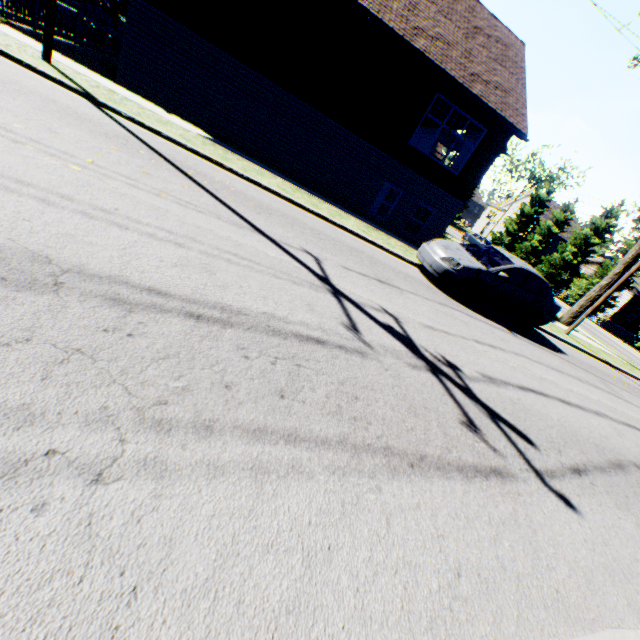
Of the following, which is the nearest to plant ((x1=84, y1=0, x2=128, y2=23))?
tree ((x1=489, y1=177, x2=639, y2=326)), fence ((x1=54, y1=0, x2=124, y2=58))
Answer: fence ((x1=54, y1=0, x2=124, y2=58))

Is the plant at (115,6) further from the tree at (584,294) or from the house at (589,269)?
the house at (589,269)

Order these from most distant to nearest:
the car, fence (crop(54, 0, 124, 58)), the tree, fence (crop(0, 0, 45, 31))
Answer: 1. the tree
2. fence (crop(54, 0, 124, 58))
3. fence (crop(0, 0, 45, 31))
4. the car

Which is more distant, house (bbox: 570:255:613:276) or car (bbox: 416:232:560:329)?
house (bbox: 570:255:613:276)

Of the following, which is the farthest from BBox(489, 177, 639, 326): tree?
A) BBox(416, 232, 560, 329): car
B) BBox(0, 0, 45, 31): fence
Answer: BBox(0, 0, 45, 31): fence

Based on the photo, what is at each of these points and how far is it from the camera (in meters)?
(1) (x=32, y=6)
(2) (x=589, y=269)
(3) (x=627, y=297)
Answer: (1) fence, 10.34
(2) house, 39.59
(3) house, 34.94

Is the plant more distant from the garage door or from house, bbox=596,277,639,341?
house, bbox=596,277,639,341

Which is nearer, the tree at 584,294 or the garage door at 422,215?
the tree at 584,294
